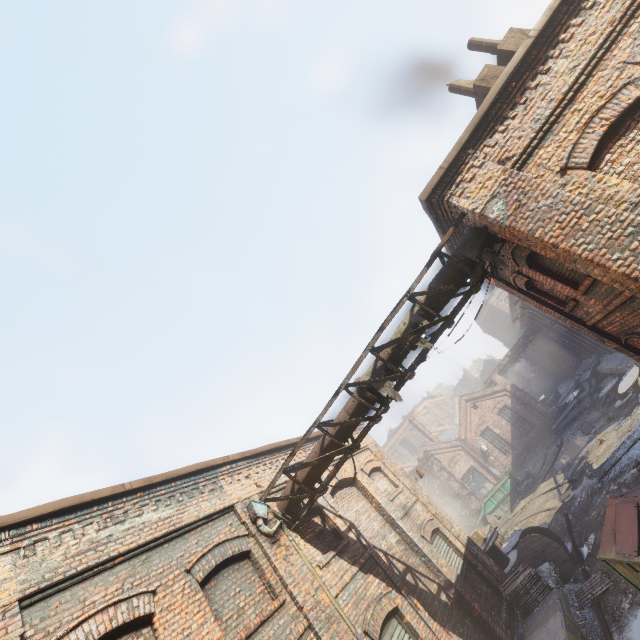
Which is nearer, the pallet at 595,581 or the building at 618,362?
the pallet at 595,581

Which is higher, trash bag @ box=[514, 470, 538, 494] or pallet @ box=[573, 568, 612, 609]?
trash bag @ box=[514, 470, 538, 494]

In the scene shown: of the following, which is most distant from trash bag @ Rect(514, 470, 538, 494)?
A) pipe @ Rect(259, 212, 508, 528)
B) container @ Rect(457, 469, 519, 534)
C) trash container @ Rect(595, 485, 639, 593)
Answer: pipe @ Rect(259, 212, 508, 528)

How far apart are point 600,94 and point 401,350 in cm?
540

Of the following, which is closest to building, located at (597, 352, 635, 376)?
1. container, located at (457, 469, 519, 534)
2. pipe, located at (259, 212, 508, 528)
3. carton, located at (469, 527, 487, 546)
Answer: container, located at (457, 469, 519, 534)

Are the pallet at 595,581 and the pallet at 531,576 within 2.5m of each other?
yes

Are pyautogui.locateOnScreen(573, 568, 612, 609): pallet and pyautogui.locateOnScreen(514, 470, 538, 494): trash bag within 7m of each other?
no

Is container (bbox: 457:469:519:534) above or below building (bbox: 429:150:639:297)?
below
